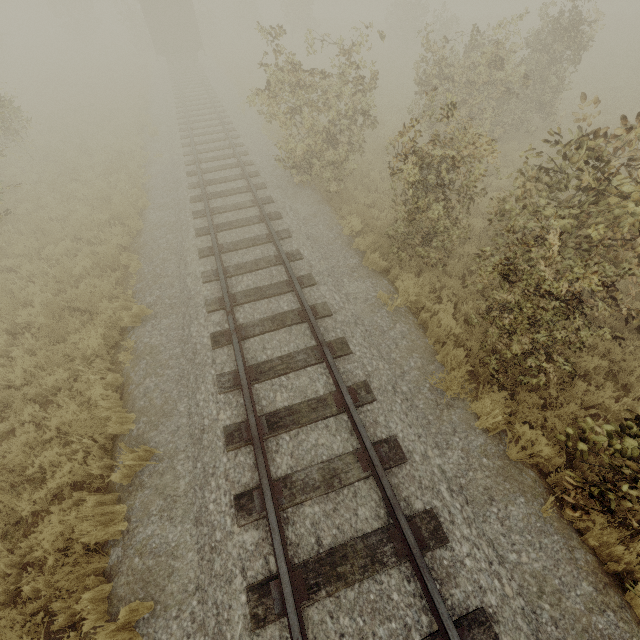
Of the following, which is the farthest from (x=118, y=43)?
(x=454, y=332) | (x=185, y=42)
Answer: (x=454, y=332)
